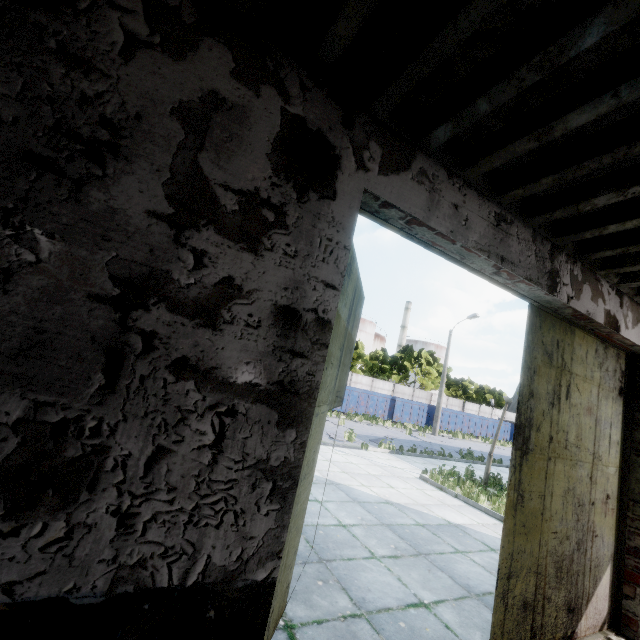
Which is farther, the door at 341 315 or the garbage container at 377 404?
the garbage container at 377 404

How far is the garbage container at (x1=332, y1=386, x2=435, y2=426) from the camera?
26.0m

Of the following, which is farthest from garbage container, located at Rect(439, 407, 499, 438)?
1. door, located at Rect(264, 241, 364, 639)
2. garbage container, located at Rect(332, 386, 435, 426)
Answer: door, located at Rect(264, 241, 364, 639)

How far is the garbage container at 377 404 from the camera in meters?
26.0 m

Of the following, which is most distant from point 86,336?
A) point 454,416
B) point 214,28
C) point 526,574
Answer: point 454,416

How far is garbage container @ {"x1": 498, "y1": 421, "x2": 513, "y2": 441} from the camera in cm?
3472
